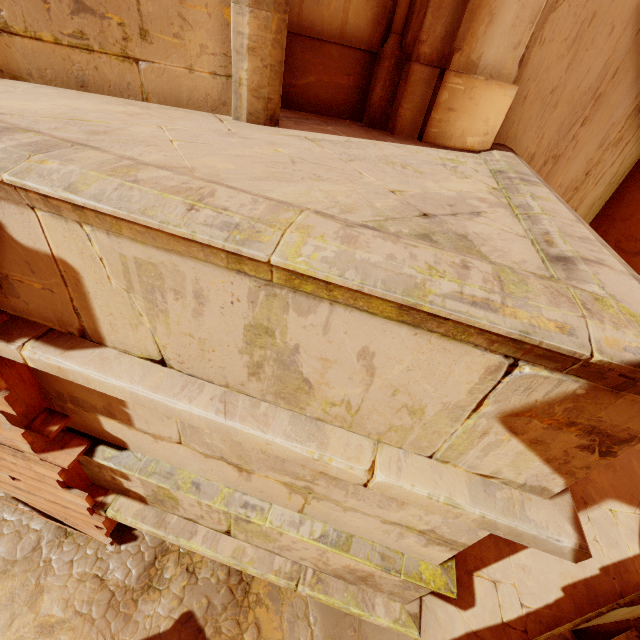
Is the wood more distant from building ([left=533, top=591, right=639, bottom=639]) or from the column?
the column

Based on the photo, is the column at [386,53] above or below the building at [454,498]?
above

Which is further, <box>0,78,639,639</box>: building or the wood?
the wood

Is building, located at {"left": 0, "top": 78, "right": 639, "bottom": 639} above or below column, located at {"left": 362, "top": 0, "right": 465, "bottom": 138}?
below

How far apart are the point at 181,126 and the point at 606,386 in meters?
2.5 m

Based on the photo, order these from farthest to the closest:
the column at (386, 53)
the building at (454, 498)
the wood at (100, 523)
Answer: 1. the column at (386, 53)
2. the wood at (100, 523)
3. the building at (454, 498)
